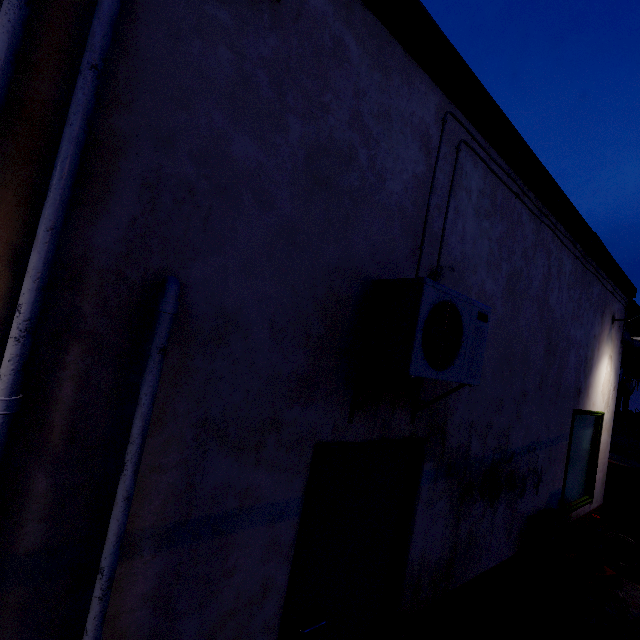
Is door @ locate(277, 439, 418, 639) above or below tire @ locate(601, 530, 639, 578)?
above

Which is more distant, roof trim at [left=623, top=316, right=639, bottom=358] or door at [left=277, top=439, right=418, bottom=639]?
roof trim at [left=623, top=316, right=639, bottom=358]

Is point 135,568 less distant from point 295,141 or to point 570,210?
point 295,141

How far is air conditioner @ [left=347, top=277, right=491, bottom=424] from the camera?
1.75m

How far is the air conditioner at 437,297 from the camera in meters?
1.7

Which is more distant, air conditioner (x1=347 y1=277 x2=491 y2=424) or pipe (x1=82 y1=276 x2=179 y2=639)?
air conditioner (x1=347 y1=277 x2=491 y2=424)

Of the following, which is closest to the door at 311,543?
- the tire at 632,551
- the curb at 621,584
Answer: the curb at 621,584

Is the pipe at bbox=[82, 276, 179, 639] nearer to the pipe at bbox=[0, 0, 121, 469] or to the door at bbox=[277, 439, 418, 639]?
the pipe at bbox=[0, 0, 121, 469]
